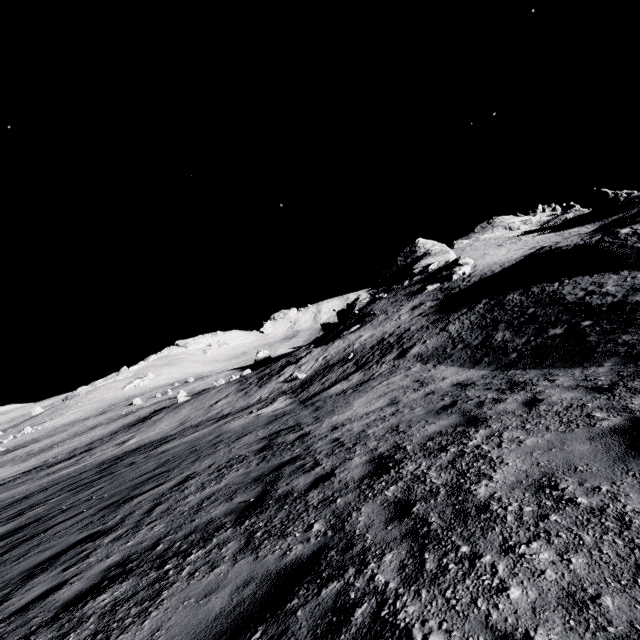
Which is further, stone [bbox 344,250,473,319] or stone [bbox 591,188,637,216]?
stone [bbox 591,188,637,216]

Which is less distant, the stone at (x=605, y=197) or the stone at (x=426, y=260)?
the stone at (x=426, y=260)

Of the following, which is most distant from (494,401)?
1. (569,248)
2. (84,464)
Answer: (84,464)

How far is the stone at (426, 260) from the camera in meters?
41.9

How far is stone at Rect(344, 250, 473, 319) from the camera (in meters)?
41.95
